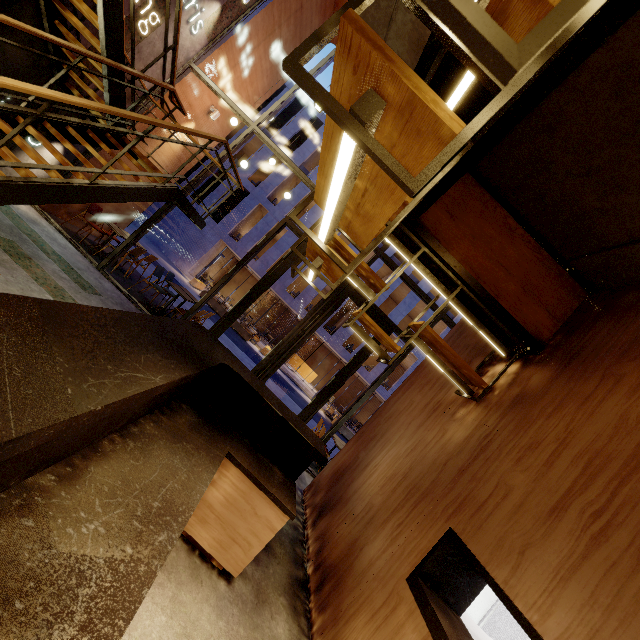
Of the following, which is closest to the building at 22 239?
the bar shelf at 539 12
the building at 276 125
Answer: the bar shelf at 539 12

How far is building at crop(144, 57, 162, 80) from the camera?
6.6m

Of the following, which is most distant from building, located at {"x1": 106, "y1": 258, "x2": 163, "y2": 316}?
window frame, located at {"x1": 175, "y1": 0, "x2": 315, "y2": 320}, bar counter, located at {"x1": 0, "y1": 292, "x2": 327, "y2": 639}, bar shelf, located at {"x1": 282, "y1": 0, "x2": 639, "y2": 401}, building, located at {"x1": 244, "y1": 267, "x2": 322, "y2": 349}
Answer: building, located at {"x1": 244, "y1": 267, "x2": 322, "y2": 349}

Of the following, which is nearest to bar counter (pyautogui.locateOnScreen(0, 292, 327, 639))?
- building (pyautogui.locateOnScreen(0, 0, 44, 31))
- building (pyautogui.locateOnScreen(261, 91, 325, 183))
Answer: building (pyautogui.locateOnScreen(0, 0, 44, 31))

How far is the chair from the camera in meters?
7.3

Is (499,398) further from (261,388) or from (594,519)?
(261,388)

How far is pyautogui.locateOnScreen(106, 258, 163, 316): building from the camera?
7.3m

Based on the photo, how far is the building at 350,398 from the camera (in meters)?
24.22
